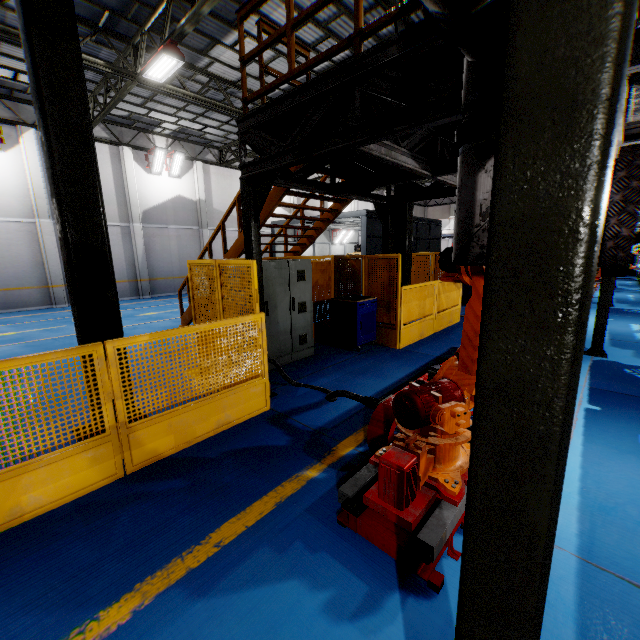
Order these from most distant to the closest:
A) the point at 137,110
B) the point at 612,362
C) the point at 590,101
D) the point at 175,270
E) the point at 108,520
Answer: the point at 175,270 → the point at 137,110 → the point at 612,362 → the point at 108,520 → the point at 590,101

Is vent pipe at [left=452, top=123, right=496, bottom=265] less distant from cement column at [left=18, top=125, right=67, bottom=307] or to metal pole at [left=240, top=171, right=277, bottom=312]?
metal pole at [left=240, top=171, right=277, bottom=312]

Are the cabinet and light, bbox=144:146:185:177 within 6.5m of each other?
no

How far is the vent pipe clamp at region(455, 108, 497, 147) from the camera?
1.58m

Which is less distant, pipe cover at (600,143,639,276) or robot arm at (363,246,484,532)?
pipe cover at (600,143,639,276)

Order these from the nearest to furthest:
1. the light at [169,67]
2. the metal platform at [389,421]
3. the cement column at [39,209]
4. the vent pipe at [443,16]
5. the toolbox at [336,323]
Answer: the vent pipe at [443,16] → the metal platform at [389,421] → the toolbox at [336,323] → the light at [169,67] → the cement column at [39,209]

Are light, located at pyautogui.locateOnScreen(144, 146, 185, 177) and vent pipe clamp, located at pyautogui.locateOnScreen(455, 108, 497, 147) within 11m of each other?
no

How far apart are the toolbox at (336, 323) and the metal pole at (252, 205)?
2.7m
